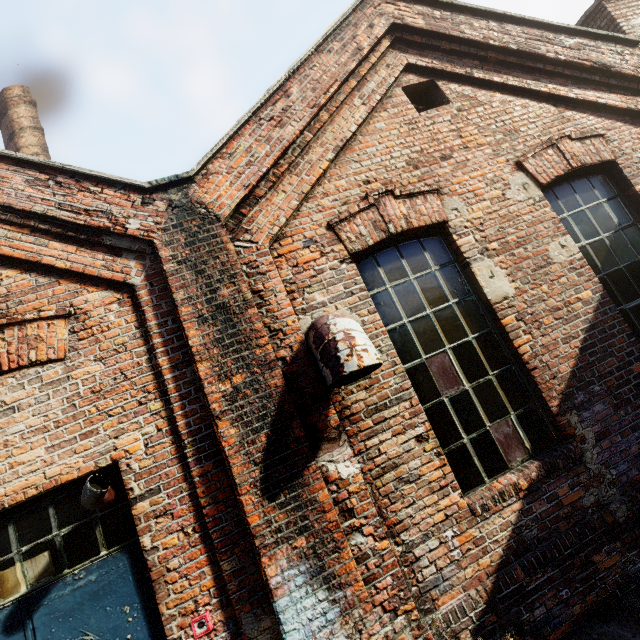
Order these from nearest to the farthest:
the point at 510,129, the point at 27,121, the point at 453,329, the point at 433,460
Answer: the point at 433,460
the point at 453,329
the point at 510,129
the point at 27,121
